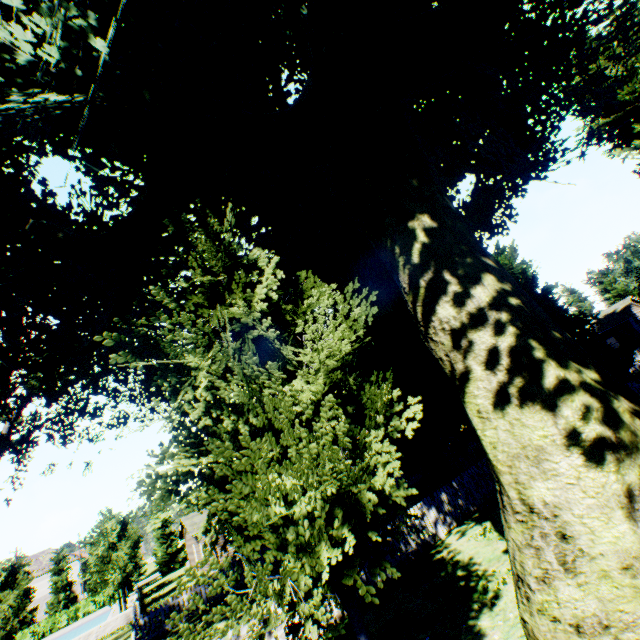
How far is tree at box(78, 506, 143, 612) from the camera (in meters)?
25.14

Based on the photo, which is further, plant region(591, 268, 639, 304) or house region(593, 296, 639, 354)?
plant region(591, 268, 639, 304)

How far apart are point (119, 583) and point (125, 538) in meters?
3.1 m

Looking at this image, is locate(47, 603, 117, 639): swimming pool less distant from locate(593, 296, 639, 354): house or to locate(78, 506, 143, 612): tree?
locate(78, 506, 143, 612): tree

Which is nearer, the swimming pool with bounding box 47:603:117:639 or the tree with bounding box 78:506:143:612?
the tree with bounding box 78:506:143:612

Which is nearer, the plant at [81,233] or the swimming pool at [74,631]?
the plant at [81,233]

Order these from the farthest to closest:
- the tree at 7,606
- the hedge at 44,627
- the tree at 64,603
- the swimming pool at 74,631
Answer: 1. the tree at 64,603
2. the hedge at 44,627
3. the swimming pool at 74,631
4. the tree at 7,606
